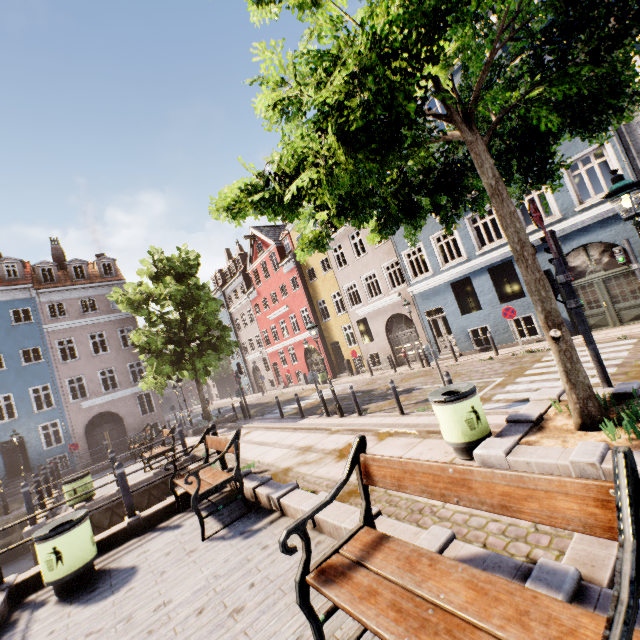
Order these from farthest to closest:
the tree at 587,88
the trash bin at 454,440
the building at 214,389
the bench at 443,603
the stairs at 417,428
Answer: the building at 214,389, the stairs at 417,428, the trash bin at 454,440, the tree at 587,88, the bench at 443,603

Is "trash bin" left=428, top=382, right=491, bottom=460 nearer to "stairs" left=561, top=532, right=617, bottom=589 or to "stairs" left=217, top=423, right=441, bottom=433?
"stairs" left=217, top=423, right=441, bottom=433

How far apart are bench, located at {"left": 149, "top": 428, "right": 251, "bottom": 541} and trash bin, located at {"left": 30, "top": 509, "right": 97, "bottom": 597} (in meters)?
1.46

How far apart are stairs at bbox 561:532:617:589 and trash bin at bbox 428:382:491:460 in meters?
1.5

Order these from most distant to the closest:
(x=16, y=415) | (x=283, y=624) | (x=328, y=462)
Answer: (x=16, y=415) → (x=328, y=462) → (x=283, y=624)

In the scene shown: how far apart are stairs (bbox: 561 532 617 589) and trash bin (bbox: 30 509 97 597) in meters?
6.4 m

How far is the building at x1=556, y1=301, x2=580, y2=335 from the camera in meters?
13.0 m

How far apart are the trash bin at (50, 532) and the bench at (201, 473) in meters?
1.5 m
